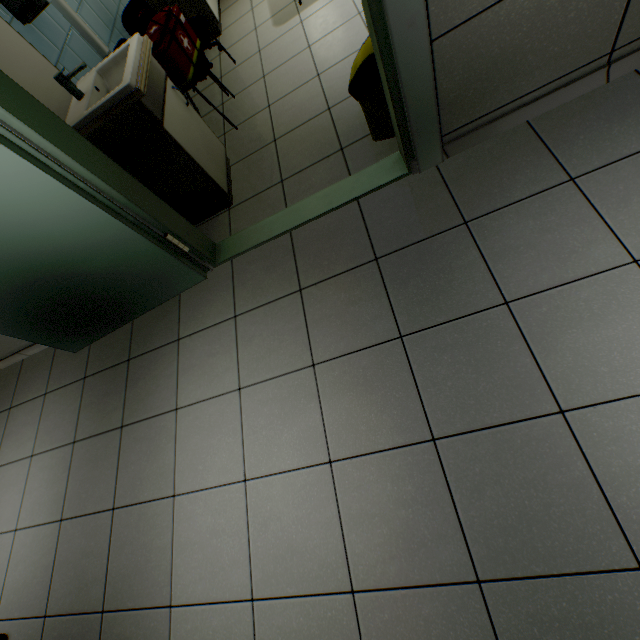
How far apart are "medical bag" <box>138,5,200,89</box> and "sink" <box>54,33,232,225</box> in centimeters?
32cm

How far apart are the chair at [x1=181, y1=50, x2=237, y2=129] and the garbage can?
1.42m

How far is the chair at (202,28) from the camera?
3.0 meters

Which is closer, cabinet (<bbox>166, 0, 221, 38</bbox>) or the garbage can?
the garbage can

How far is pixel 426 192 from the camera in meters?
1.9 m

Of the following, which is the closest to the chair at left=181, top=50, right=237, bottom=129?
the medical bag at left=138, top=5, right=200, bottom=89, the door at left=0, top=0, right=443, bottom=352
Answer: the medical bag at left=138, top=5, right=200, bottom=89

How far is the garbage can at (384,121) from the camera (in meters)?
1.75

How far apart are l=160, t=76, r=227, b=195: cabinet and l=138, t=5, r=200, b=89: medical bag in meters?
0.3
